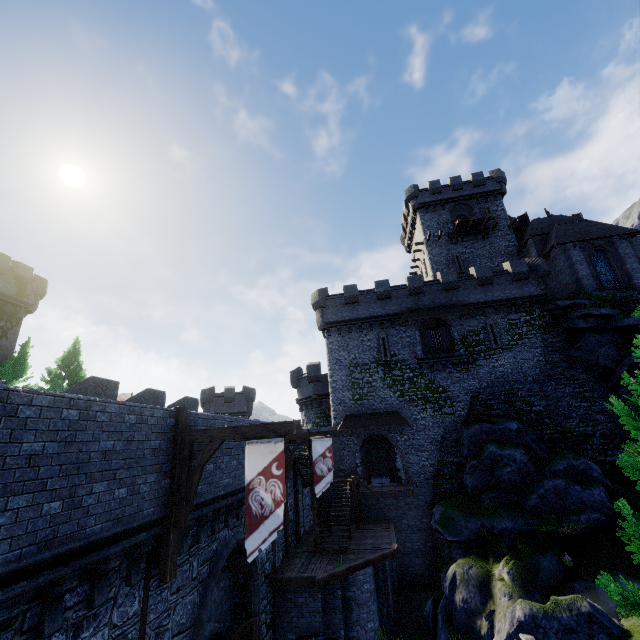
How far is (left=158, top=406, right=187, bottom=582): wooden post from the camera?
7.6m

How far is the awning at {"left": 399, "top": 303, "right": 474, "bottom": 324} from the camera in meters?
27.7 m

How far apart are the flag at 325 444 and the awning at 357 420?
8.7 meters

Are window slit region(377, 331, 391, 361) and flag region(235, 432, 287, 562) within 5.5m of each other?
no

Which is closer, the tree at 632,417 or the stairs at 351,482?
the tree at 632,417

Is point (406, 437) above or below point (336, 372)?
below

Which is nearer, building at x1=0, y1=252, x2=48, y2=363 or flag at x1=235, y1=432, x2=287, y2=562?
flag at x1=235, y1=432, x2=287, y2=562

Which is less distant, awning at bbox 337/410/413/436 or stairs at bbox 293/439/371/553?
stairs at bbox 293/439/371/553
